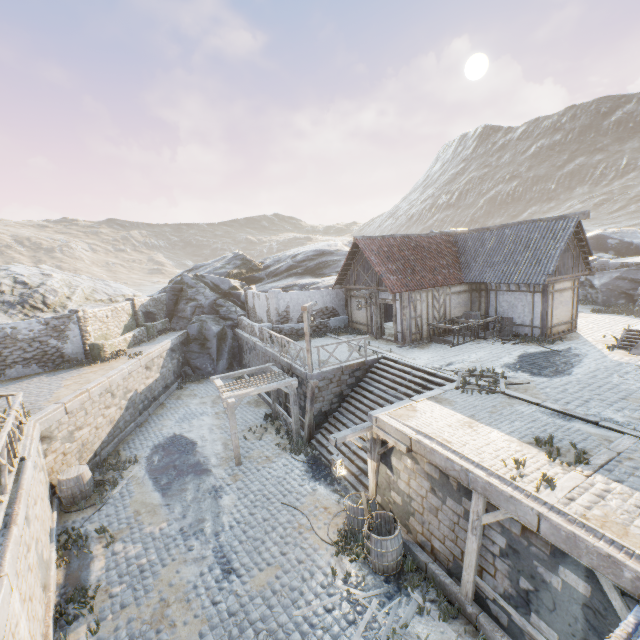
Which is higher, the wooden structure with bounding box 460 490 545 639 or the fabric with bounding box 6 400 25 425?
the fabric with bounding box 6 400 25 425

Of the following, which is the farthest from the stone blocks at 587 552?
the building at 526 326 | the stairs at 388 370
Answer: the building at 526 326

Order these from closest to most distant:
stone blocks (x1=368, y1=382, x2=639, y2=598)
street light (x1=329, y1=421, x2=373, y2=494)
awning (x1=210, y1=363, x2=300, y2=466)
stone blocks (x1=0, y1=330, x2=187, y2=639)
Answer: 1. stone blocks (x1=368, y1=382, x2=639, y2=598)
2. stone blocks (x1=0, y1=330, x2=187, y2=639)
3. street light (x1=329, y1=421, x2=373, y2=494)
4. awning (x1=210, y1=363, x2=300, y2=466)

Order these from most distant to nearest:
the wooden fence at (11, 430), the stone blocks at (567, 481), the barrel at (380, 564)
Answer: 1. the barrel at (380, 564)
2. the wooden fence at (11, 430)
3. the stone blocks at (567, 481)

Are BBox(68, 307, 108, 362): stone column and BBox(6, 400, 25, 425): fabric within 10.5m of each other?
yes

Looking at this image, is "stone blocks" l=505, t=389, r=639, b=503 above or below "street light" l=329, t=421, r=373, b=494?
above

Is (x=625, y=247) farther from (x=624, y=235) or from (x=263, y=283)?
(x=263, y=283)

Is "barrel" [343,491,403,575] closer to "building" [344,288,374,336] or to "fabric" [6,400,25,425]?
"building" [344,288,374,336]
